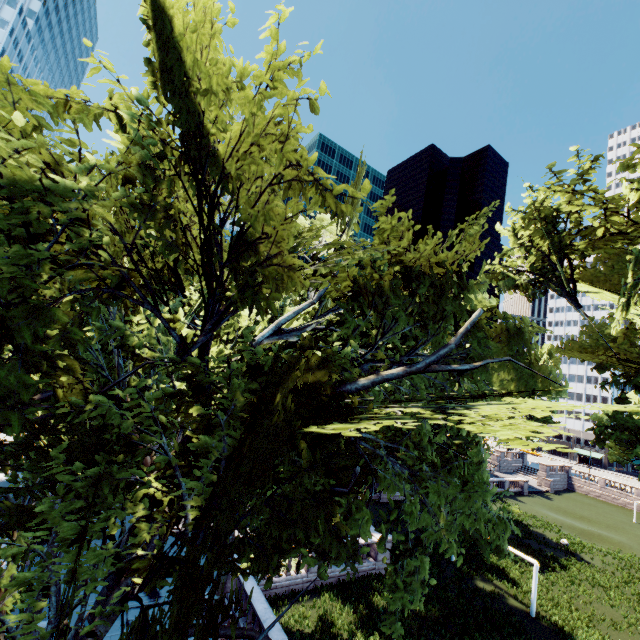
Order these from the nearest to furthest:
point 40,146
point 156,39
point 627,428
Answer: point 40,146, point 156,39, point 627,428
